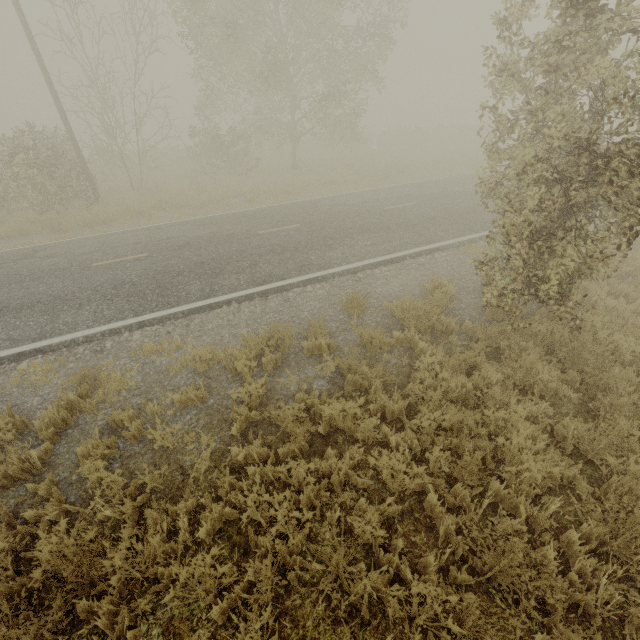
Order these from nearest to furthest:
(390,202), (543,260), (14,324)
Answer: (543,260) < (14,324) < (390,202)
